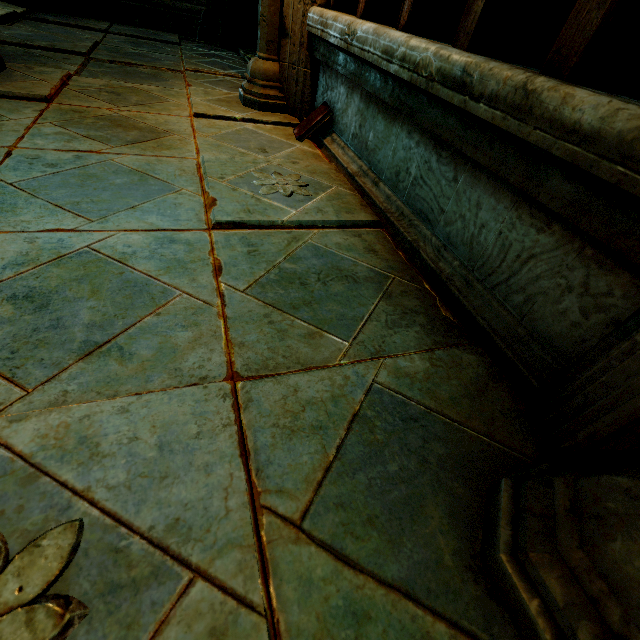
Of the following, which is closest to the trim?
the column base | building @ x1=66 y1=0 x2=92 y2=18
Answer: building @ x1=66 y1=0 x2=92 y2=18

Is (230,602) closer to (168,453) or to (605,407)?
(168,453)

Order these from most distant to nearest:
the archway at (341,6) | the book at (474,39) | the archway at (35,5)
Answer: the archway at (35,5) < the archway at (341,6) < the book at (474,39)

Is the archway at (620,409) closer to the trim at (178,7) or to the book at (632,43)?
the book at (632,43)

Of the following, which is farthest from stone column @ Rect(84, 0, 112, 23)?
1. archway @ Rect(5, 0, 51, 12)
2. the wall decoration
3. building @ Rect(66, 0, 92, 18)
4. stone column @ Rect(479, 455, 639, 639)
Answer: stone column @ Rect(479, 455, 639, 639)

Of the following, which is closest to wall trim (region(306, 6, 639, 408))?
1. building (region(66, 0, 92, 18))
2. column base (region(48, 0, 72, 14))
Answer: building (region(66, 0, 92, 18))

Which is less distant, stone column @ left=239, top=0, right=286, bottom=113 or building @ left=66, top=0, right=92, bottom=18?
stone column @ left=239, top=0, right=286, bottom=113

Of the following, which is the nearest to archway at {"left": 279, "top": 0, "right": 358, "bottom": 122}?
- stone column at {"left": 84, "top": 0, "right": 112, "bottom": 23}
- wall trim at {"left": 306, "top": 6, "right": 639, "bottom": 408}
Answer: wall trim at {"left": 306, "top": 6, "right": 639, "bottom": 408}
